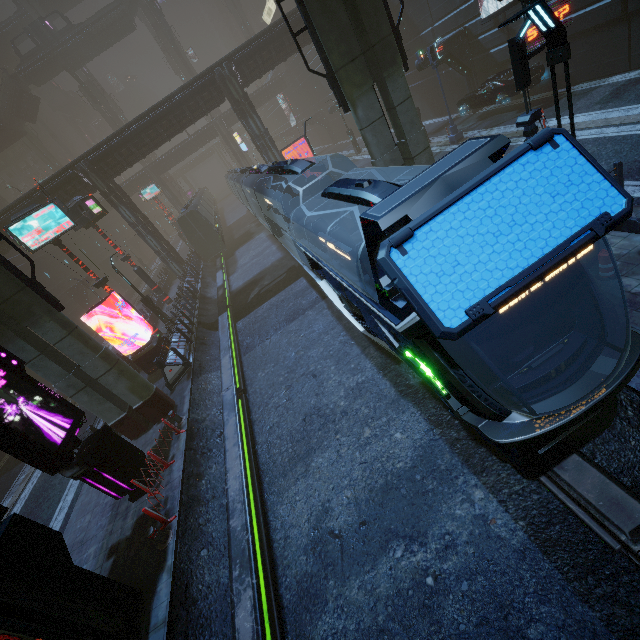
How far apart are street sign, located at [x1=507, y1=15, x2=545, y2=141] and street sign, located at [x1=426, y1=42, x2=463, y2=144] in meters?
13.3

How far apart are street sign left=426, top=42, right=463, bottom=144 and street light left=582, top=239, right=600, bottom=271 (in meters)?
15.07

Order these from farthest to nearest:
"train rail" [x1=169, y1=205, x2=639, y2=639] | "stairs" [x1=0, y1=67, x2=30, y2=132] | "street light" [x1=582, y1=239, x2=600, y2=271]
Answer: "stairs" [x1=0, y1=67, x2=30, y2=132], "street light" [x1=582, y1=239, x2=600, y2=271], "train rail" [x1=169, y1=205, x2=639, y2=639]

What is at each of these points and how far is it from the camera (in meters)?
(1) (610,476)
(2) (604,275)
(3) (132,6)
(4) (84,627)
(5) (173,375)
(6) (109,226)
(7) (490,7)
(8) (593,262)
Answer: (1) train rail, 5.12
(2) traffic cone, 7.36
(3) stairs, 48.09
(4) building, 6.15
(5) barrier, 15.12
(6) building, 57.97
(7) building, 18.31
(8) street light, 7.59

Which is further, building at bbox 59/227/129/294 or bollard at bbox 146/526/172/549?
building at bbox 59/227/129/294

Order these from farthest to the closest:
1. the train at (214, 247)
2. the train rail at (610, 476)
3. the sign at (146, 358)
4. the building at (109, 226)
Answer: the building at (109, 226)
the train at (214, 247)
the sign at (146, 358)
the train rail at (610, 476)

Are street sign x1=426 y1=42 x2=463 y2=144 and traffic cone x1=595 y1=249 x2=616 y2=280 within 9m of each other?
no

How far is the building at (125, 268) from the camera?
45.91m
